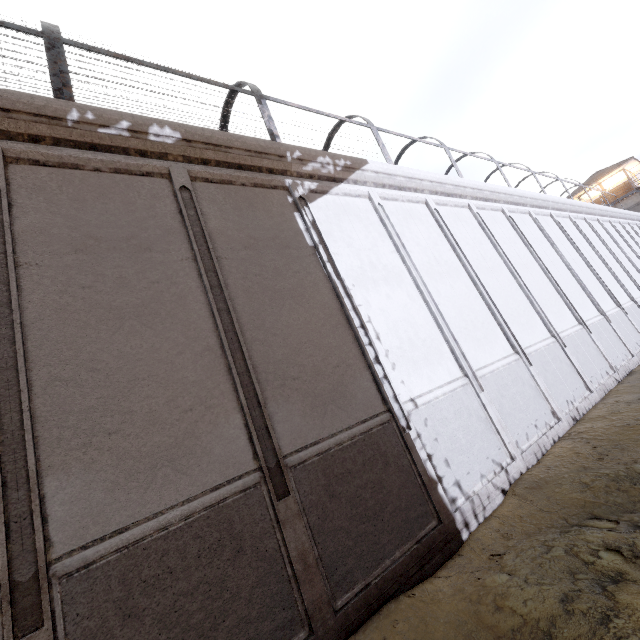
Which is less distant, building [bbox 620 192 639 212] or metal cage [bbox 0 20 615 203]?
metal cage [bbox 0 20 615 203]

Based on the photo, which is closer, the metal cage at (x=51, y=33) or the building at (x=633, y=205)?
the metal cage at (x=51, y=33)

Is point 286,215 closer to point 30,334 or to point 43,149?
point 43,149
